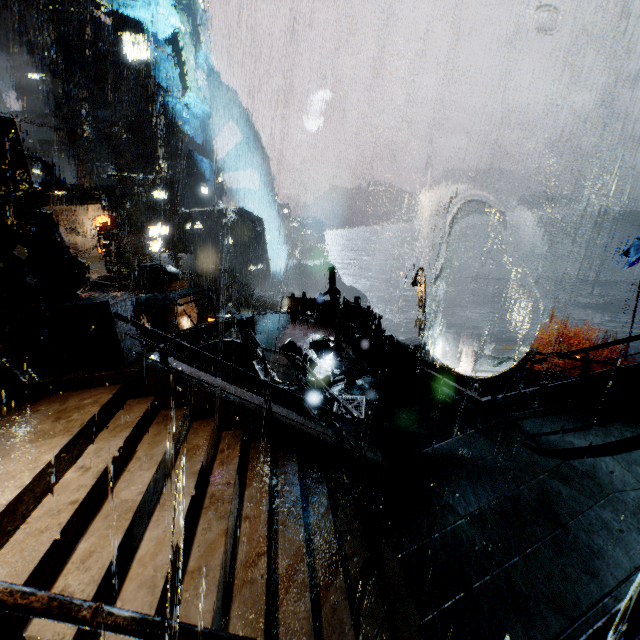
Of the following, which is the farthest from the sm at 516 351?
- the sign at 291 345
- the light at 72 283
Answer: the light at 72 283

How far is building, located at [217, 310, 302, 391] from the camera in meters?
13.0

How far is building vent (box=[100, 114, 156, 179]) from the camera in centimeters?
5112cm

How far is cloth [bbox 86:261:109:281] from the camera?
34.5m

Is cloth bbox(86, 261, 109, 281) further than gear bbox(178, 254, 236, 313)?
No

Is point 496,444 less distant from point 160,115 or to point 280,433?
point 280,433

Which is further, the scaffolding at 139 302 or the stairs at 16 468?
the scaffolding at 139 302

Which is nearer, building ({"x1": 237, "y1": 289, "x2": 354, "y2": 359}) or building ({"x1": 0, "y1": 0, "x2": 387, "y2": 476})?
building ({"x1": 0, "y1": 0, "x2": 387, "y2": 476})
